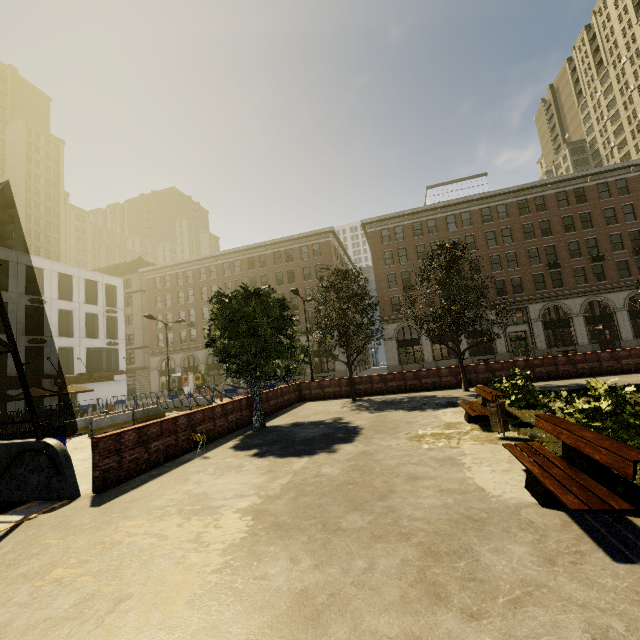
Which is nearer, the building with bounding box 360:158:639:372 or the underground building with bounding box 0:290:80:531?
the underground building with bounding box 0:290:80:531

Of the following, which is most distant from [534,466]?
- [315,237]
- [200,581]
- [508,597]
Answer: [315,237]

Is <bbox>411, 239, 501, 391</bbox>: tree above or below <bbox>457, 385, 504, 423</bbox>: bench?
above

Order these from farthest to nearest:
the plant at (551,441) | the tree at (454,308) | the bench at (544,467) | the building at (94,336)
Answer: the building at (94,336) < the tree at (454,308) < the plant at (551,441) < the bench at (544,467)

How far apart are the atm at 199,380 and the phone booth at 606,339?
49.8 meters

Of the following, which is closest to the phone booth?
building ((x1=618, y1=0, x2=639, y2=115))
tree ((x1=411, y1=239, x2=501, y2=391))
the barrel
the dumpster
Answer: building ((x1=618, y1=0, x2=639, y2=115))

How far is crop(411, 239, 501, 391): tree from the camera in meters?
15.7 m

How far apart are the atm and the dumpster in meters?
43.8 m
